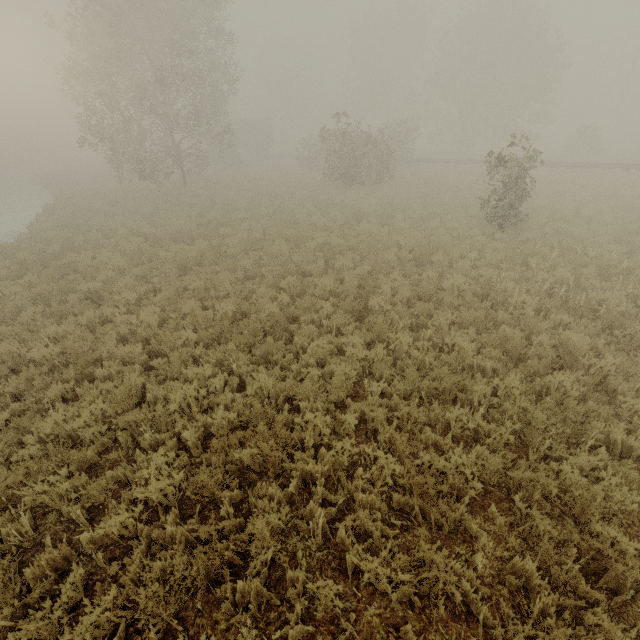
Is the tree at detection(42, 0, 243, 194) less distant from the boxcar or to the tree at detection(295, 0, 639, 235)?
the tree at detection(295, 0, 639, 235)

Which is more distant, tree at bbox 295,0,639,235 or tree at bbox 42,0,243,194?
tree at bbox 295,0,639,235

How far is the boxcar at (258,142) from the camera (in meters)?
45.56

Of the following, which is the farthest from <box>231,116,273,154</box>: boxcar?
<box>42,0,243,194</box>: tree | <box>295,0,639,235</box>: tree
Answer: <box>42,0,243,194</box>: tree

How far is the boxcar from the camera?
45.6m

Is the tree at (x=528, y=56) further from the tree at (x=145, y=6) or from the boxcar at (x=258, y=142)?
the boxcar at (x=258, y=142)

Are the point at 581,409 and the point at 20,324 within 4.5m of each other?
no
